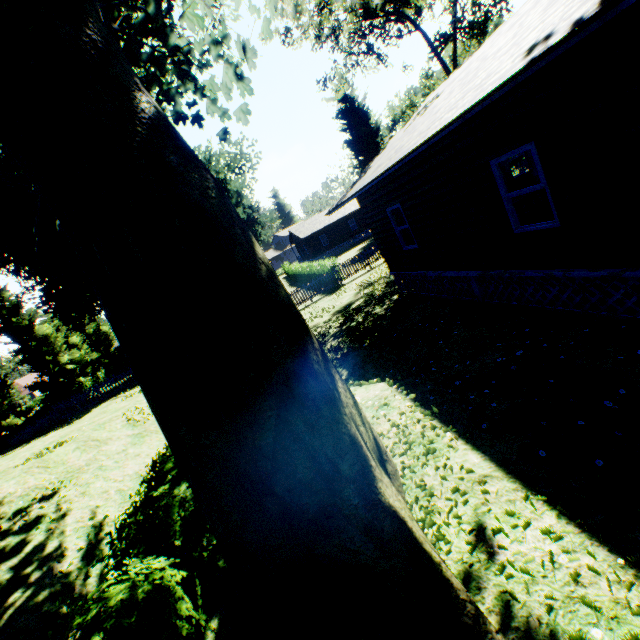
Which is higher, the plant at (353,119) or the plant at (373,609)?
the plant at (353,119)

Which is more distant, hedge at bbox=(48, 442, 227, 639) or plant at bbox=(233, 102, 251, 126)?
plant at bbox=(233, 102, 251, 126)

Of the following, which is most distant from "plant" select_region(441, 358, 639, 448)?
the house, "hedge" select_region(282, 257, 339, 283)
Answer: "hedge" select_region(282, 257, 339, 283)

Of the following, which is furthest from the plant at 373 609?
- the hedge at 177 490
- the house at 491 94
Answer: the house at 491 94

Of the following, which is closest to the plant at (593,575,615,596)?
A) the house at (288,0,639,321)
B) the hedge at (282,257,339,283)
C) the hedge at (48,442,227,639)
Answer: the hedge at (48,442,227,639)

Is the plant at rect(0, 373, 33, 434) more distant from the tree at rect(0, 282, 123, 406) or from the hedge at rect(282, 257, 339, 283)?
the hedge at rect(282, 257, 339, 283)

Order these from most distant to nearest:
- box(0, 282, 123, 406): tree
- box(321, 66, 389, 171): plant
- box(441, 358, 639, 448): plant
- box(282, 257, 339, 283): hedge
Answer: box(321, 66, 389, 171): plant, box(0, 282, 123, 406): tree, box(282, 257, 339, 283): hedge, box(441, 358, 639, 448): plant

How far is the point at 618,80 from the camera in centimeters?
415cm
